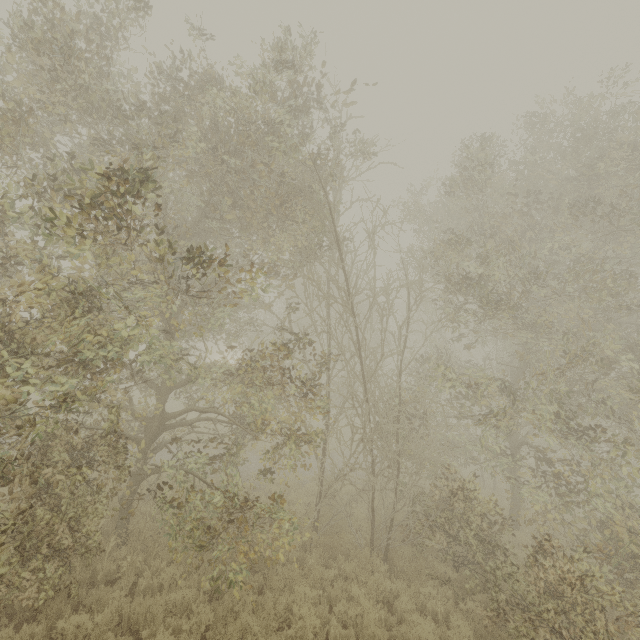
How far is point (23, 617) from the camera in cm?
564
